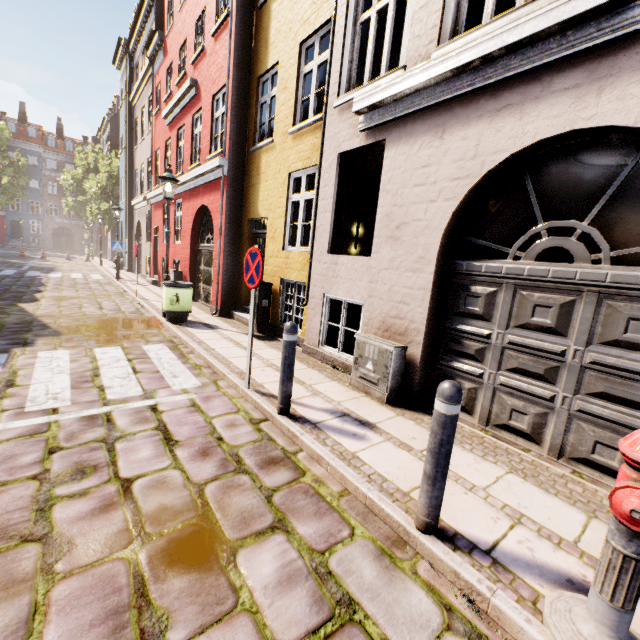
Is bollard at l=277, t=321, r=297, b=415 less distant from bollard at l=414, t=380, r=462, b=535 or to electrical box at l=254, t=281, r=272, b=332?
bollard at l=414, t=380, r=462, b=535

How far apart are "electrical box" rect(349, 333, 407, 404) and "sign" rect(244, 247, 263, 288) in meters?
1.8 m

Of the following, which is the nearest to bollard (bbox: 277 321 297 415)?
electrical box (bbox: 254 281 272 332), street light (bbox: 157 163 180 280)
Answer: electrical box (bbox: 254 281 272 332)

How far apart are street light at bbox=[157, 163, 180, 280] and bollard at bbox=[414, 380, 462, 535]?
8.01m

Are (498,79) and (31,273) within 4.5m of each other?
no

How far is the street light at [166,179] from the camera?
7.94m

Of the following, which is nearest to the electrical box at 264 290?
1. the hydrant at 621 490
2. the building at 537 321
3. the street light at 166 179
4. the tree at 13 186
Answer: the building at 537 321

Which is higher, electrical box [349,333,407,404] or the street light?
the street light
